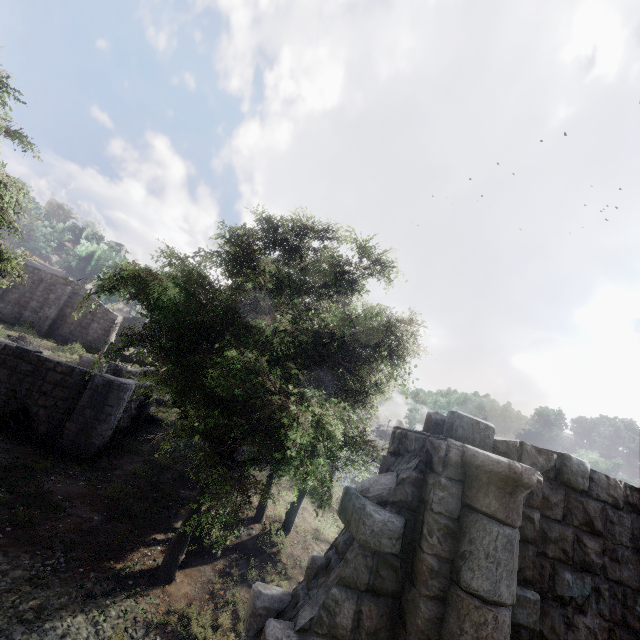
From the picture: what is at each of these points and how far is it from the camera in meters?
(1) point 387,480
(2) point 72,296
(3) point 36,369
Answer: (1) building, 3.8
(2) building, 31.8
(3) building, 13.1

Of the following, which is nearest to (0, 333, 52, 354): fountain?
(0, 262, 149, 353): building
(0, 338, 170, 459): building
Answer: (0, 262, 149, 353): building

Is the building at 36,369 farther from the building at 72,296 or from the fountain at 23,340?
the fountain at 23,340

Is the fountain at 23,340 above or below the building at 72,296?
below

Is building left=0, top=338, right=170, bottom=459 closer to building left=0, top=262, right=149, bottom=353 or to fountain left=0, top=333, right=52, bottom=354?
building left=0, top=262, right=149, bottom=353
